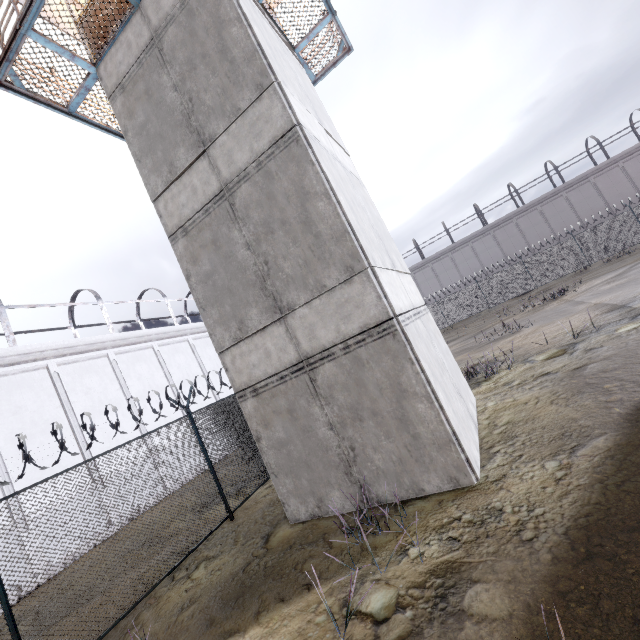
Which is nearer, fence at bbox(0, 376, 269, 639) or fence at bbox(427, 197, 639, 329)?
fence at bbox(0, 376, 269, 639)

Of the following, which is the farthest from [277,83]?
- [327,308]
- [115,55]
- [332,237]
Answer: [115,55]

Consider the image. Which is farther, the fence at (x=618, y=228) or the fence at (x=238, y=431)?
the fence at (x=618, y=228)

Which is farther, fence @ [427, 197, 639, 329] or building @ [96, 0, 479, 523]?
fence @ [427, 197, 639, 329]

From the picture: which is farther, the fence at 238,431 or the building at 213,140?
the building at 213,140

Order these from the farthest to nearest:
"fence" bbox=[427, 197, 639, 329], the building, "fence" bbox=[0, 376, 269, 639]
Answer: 1. "fence" bbox=[427, 197, 639, 329]
2. the building
3. "fence" bbox=[0, 376, 269, 639]
